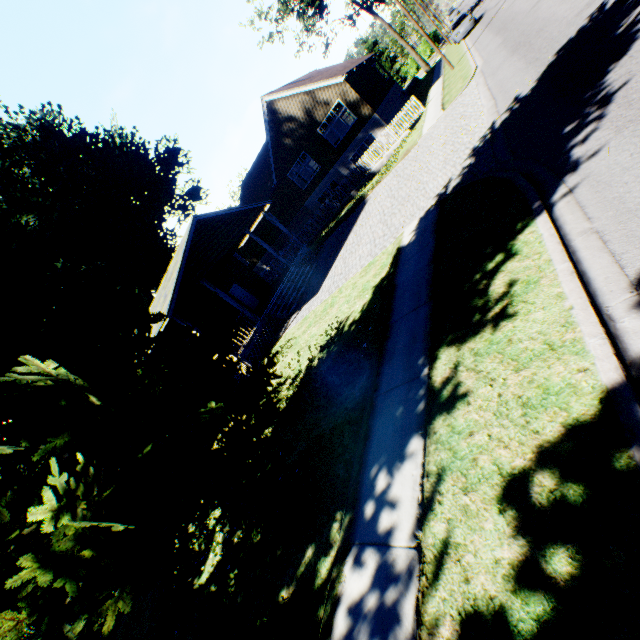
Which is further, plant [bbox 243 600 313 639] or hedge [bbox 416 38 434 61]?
hedge [bbox 416 38 434 61]

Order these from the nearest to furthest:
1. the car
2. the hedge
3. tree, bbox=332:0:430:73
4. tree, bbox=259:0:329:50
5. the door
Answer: the door → the car → tree, bbox=259:0:329:50 → tree, bbox=332:0:430:73 → the hedge

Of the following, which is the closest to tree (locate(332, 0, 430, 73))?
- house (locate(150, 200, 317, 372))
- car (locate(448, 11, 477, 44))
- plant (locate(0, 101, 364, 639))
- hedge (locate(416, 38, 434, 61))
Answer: hedge (locate(416, 38, 434, 61))

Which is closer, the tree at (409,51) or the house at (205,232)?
the house at (205,232)

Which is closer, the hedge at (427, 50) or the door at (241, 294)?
the door at (241, 294)

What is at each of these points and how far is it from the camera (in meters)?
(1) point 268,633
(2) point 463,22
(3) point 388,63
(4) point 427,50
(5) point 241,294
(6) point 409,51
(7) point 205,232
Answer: (1) plant, 4.28
(2) car, 28.53
(3) tree, 55.16
(4) hedge, 52.25
(5) door, 22.89
(6) tree, 39.72
(7) house, 16.89

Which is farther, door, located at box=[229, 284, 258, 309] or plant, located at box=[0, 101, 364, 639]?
door, located at box=[229, 284, 258, 309]

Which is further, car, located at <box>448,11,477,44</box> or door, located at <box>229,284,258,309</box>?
car, located at <box>448,11,477,44</box>
